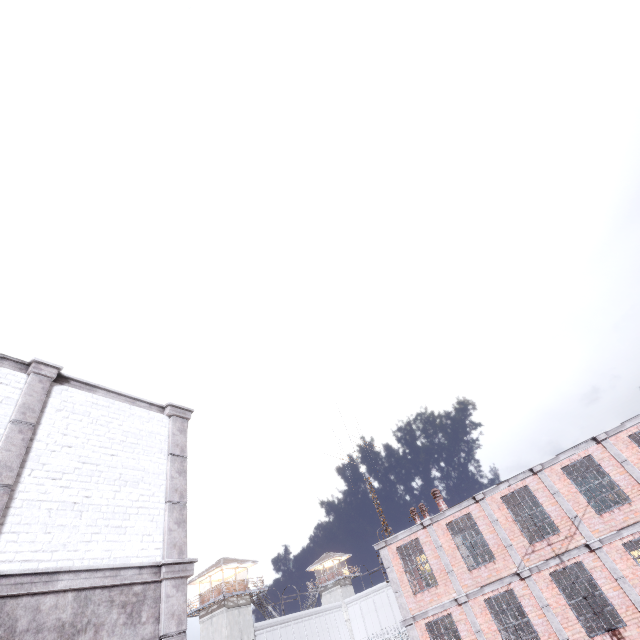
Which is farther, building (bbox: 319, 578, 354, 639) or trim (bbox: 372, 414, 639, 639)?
building (bbox: 319, 578, 354, 639)

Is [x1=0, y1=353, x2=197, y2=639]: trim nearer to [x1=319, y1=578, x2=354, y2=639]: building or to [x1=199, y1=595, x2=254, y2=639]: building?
[x1=199, y1=595, x2=254, y2=639]: building

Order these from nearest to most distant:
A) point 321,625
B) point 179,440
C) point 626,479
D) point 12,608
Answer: point 12,608, point 179,440, point 626,479, point 321,625

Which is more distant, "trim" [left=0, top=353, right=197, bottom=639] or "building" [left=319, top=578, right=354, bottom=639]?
"building" [left=319, top=578, right=354, bottom=639]

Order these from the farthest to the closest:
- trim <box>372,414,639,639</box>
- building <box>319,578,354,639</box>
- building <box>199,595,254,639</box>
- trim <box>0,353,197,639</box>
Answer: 1. building <box>319,578,354,639</box>
2. building <box>199,595,254,639</box>
3. trim <box>372,414,639,639</box>
4. trim <box>0,353,197,639</box>

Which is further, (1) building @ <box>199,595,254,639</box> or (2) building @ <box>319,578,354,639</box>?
(2) building @ <box>319,578,354,639</box>

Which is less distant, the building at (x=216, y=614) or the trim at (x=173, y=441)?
the trim at (x=173, y=441)

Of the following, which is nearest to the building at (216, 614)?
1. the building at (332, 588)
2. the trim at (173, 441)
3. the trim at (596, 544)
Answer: the building at (332, 588)
